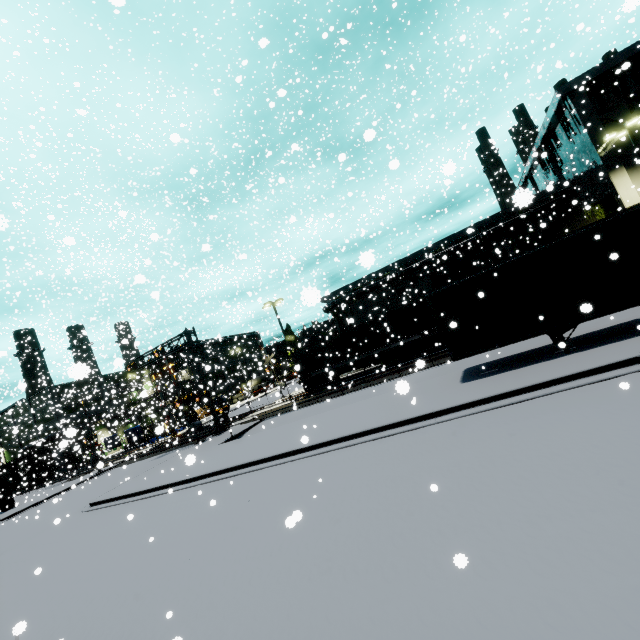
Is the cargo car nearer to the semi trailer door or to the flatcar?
the semi trailer door

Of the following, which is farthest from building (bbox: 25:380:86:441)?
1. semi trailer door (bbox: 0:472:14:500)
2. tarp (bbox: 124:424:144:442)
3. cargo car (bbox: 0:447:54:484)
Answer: semi trailer door (bbox: 0:472:14:500)

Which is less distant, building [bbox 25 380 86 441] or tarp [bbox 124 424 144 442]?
building [bbox 25 380 86 441]

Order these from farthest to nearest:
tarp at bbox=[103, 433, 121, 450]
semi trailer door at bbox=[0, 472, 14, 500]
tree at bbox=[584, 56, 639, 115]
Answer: tarp at bbox=[103, 433, 121, 450]
semi trailer door at bbox=[0, 472, 14, 500]
tree at bbox=[584, 56, 639, 115]

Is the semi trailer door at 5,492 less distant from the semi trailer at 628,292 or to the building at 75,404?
the semi trailer at 628,292

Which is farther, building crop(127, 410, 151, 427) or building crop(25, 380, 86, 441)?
building crop(127, 410, 151, 427)

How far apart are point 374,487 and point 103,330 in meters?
55.6 m

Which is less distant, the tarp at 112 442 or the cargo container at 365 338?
the cargo container at 365 338
